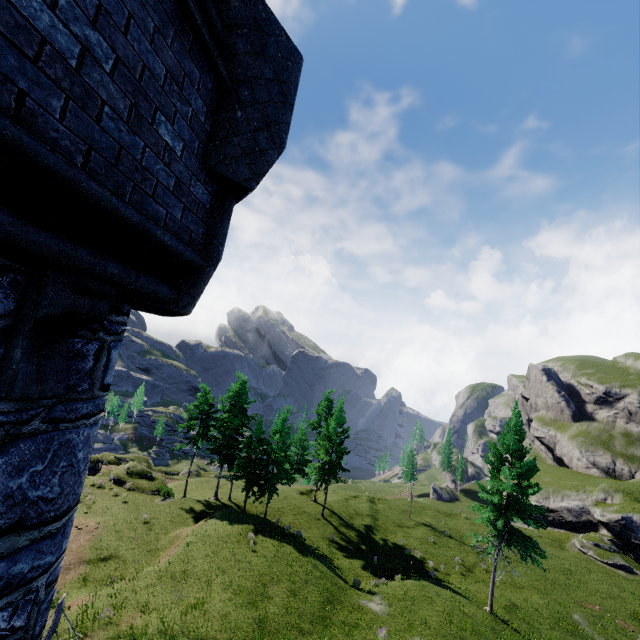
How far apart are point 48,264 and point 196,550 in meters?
27.7
